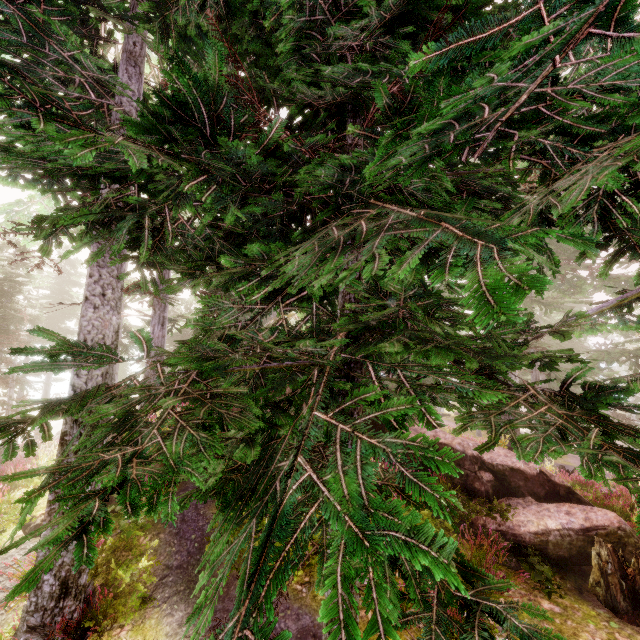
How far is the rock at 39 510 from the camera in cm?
761

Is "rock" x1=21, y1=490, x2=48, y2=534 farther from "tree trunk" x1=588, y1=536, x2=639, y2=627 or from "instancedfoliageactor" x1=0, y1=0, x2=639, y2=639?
"tree trunk" x1=588, y1=536, x2=639, y2=627

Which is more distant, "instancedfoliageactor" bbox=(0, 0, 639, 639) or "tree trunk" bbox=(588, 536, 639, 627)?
"tree trunk" bbox=(588, 536, 639, 627)

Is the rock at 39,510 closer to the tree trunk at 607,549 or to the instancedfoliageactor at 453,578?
the instancedfoliageactor at 453,578

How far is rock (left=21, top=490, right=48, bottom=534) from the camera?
7.61m

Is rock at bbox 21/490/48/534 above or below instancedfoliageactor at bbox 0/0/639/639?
below

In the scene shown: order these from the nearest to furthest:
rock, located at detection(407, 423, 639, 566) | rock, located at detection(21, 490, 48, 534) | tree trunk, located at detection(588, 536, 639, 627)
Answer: tree trunk, located at detection(588, 536, 639, 627) → rock, located at detection(21, 490, 48, 534) → rock, located at detection(407, 423, 639, 566)

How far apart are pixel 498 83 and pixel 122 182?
4.2 meters
